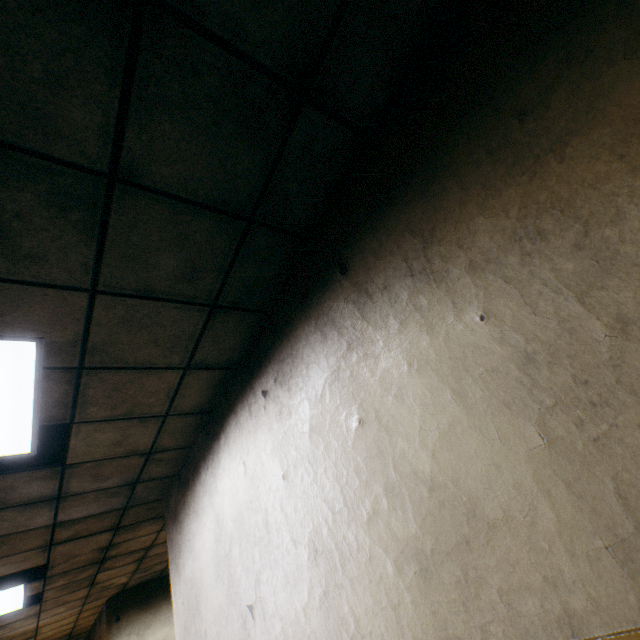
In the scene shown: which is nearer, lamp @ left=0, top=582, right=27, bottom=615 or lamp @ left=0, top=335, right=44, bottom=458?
lamp @ left=0, top=335, right=44, bottom=458

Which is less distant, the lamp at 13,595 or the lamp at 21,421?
the lamp at 21,421

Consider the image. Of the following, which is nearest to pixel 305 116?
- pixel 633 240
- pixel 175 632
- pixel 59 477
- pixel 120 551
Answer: pixel 633 240

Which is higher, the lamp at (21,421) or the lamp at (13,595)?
the lamp at (13,595)

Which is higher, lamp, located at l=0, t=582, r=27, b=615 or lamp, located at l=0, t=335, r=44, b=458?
lamp, located at l=0, t=582, r=27, b=615
